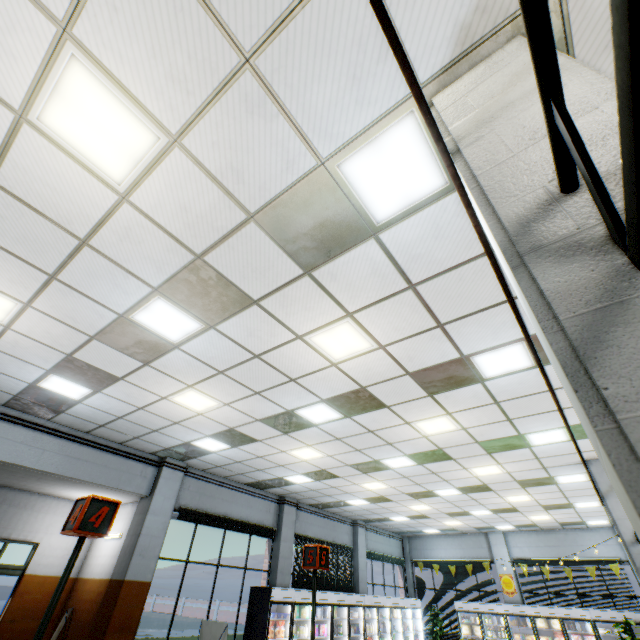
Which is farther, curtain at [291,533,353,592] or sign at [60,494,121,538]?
curtain at [291,533,353,592]

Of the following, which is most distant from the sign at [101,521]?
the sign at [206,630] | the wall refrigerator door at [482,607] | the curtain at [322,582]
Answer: the wall refrigerator door at [482,607]

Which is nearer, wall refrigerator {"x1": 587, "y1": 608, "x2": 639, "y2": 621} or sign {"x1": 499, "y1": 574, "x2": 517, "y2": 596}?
wall refrigerator {"x1": 587, "y1": 608, "x2": 639, "y2": 621}

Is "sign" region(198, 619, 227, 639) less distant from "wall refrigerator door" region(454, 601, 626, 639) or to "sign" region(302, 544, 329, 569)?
"sign" region(302, 544, 329, 569)

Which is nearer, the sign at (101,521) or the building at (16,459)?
the sign at (101,521)

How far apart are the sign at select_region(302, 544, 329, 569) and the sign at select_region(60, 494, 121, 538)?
2.1 meters

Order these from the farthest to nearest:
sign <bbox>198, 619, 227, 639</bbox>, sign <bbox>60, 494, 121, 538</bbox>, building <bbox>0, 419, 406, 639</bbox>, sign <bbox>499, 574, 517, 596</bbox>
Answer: sign <bbox>499, 574, 517, 596</bbox>, building <bbox>0, 419, 406, 639</bbox>, sign <bbox>198, 619, 227, 639</bbox>, sign <bbox>60, 494, 121, 538</bbox>

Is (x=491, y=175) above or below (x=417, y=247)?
below
